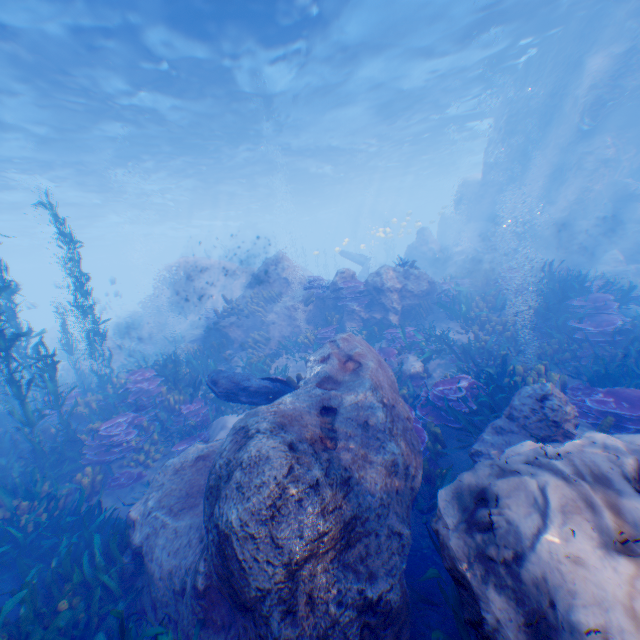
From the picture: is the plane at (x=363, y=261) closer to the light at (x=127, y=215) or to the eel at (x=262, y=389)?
the light at (x=127, y=215)

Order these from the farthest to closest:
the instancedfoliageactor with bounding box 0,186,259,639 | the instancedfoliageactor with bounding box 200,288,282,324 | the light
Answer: the instancedfoliageactor with bounding box 200,288,282,324 < the light < the instancedfoliageactor with bounding box 0,186,259,639

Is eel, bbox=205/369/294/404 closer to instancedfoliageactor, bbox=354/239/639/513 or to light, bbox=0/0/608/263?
instancedfoliageactor, bbox=354/239/639/513

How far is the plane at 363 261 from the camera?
24.4 meters

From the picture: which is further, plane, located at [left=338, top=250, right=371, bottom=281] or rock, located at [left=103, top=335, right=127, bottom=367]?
plane, located at [left=338, top=250, right=371, bottom=281]

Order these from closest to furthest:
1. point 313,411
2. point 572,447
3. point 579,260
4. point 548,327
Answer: point 572,447 < point 313,411 < point 548,327 < point 579,260

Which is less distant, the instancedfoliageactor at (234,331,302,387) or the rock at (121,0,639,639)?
the rock at (121,0,639,639)

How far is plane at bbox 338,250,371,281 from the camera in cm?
2443
